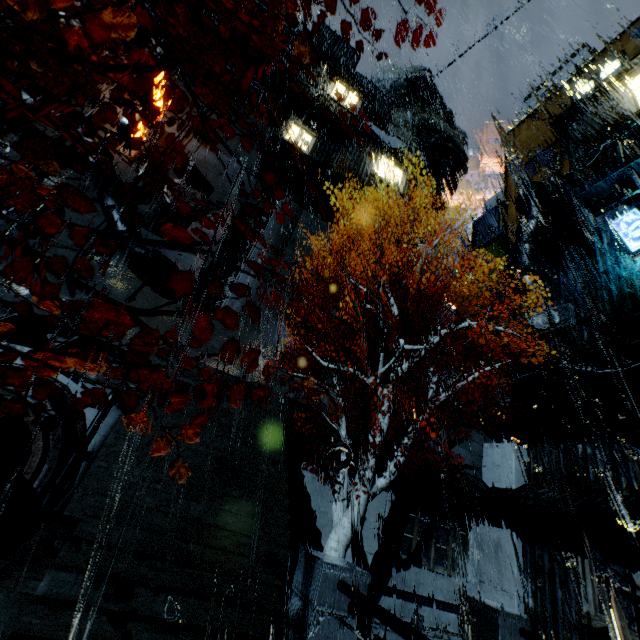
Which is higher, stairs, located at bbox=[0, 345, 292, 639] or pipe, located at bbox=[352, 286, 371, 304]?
pipe, located at bbox=[352, 286, 371, 304]

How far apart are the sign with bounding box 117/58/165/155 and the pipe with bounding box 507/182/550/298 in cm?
2553

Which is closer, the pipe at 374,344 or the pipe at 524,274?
the pipe at 524,274

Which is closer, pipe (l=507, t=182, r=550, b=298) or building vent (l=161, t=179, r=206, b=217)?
pipe (l=507, t=182, r=550, b=298)

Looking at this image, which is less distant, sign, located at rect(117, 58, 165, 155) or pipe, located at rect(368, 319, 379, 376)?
sign, located at rect(117, 58, 165, 155)

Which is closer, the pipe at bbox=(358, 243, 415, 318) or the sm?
the sm

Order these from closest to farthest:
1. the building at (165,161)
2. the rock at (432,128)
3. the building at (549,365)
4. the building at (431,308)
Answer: the building at (549,365), the building at (165,161), the building at (431,308), the rock at (432,128)

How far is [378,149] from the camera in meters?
29.3 m
